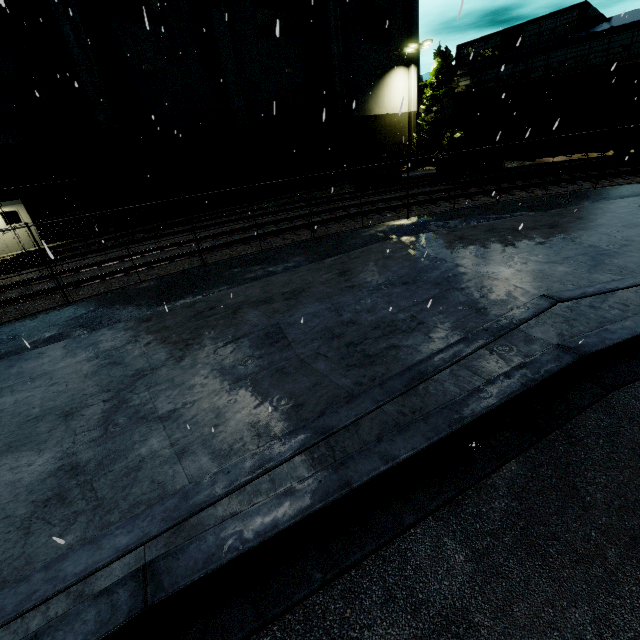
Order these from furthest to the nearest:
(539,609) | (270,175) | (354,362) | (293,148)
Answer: (293,148) < (270,175) < (354,362) < (539,609)

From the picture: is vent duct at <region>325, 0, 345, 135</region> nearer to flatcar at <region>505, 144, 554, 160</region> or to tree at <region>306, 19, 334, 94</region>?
tree at <region>306, 19, 334, 94</region>

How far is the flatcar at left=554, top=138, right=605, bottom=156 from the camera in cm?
1642

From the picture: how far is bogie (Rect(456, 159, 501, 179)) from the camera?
17.61m

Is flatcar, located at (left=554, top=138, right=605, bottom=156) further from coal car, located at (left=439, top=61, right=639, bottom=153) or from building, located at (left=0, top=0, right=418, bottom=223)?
building, located at (left=0, top=0, right=418, bottom=223)

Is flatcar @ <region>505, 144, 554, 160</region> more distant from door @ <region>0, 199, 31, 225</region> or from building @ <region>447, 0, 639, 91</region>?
door @ <region>0, 199, 31, 225</region>

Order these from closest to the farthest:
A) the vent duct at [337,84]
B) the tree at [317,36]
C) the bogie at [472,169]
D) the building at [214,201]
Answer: the bogie at [472,169]
the building at [214,201]
the vent duct at [337,84]
the tree at [317,36]

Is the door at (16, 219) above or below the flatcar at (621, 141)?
above
